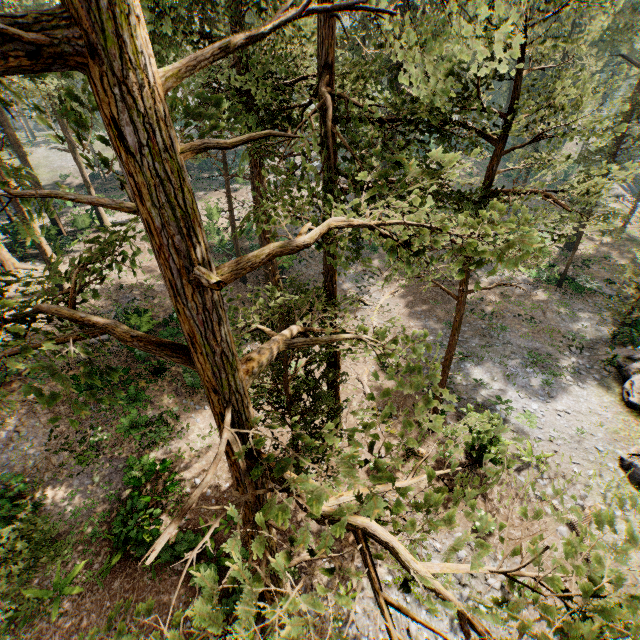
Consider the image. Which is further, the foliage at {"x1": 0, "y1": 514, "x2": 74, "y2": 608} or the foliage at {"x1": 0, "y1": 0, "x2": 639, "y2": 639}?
the foliage at {"x1": 0, "y1": 514, "x2": 74, "y2": 608}

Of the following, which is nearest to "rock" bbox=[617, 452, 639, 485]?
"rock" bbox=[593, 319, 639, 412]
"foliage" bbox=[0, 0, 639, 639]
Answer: "rock" bbox=[593, 319, 639, 412]

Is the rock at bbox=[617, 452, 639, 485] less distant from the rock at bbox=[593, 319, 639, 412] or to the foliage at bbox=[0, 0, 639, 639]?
the rock at bbox=[593, 319, 639, 412]

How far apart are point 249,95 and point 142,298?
16.6 meters

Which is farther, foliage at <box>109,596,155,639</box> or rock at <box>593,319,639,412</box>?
rock at <box>593,319,639,412</box>

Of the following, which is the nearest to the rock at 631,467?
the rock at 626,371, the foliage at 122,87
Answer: the rock at 626,371

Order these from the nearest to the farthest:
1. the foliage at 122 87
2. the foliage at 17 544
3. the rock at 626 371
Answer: the foliage at 122 87 → the foliage at 17 544 → the rock at 626 371
